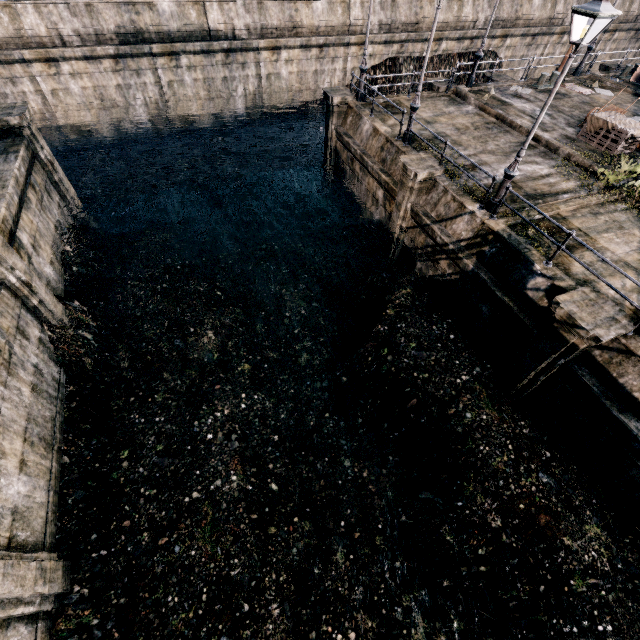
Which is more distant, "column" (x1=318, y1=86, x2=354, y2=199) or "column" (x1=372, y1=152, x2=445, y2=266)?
"column" (x1=318, y1=86, x2=354, y2=199)

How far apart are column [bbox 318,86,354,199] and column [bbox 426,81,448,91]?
5.5m

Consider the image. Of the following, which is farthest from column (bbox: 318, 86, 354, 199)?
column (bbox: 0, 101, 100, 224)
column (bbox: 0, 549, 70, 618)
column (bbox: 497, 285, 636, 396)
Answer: column (bbox: 0, 549, 70, 618)

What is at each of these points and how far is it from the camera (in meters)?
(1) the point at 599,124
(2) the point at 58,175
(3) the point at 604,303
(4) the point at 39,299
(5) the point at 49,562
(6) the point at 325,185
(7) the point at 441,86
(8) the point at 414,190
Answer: (1) wooden chest, 15.30
(2) column, 15.95
(3) column, 8.89
(4) column, 11.26
(5) column, 8.08
(6) column, 22.05
(7) column, 19.56
(8) column, 13.75

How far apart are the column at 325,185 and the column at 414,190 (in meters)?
6.92

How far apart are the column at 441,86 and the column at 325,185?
5.52m

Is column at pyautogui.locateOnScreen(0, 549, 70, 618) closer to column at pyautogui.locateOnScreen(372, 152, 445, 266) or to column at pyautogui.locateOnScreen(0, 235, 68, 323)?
column at pyautogui.locateOnScreen(0, 235, 68, 323)

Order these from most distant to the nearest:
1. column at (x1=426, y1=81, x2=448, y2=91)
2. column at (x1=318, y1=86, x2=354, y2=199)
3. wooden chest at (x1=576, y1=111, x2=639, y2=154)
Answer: column at (x1=426, y1=81, x2=448, y2=91)
column at (x1=318, y1=86, x2=354, y2=199)
wooden chest at (x1=576, y1=111, x2=639, y2=154)
